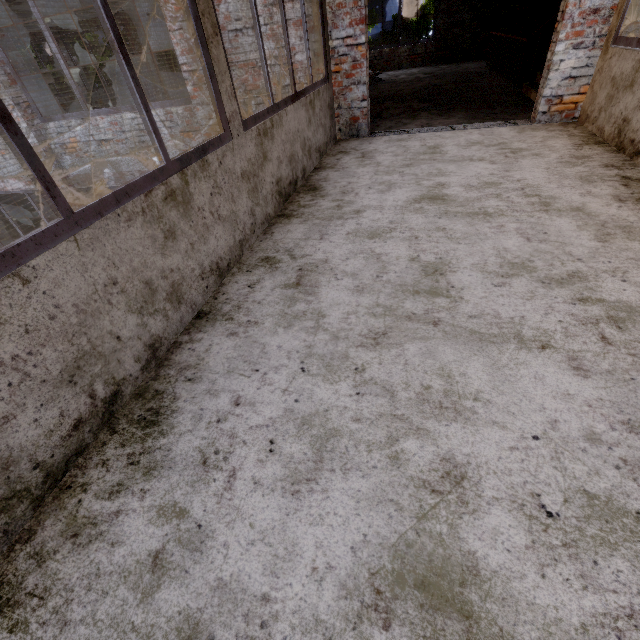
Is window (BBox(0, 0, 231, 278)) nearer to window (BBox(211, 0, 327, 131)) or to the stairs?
window (BBox(211, 0, 327, 131))

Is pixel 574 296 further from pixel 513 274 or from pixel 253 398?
pixel 253 398

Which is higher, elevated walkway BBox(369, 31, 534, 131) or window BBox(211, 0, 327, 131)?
window BBox(211, 0, 327, 131)

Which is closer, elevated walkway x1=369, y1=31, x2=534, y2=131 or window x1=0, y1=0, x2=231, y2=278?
window x1=0, y1=0, x2=231, y2=278

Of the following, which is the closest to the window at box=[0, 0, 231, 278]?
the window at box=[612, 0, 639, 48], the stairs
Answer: the window at box=[612, 0, 639, 48]

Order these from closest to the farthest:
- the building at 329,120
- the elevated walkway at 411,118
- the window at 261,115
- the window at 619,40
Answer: the building at 329,120, the window at 261,115, the window at 619,40, the elevated walkway at 411,118

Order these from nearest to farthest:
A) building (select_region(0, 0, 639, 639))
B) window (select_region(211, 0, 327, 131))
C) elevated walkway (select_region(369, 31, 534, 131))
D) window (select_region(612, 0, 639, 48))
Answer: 1. building (select_region(0, 0, 639, 639))
2. window (select_region(211, 0, 327, 131))
3. window (select_region(612, 0, 639, 48))
4. elevated walkway (select_region(369, 31, 534, 131))

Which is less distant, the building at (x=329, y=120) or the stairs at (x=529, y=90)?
the building at (x=329, y=120)
